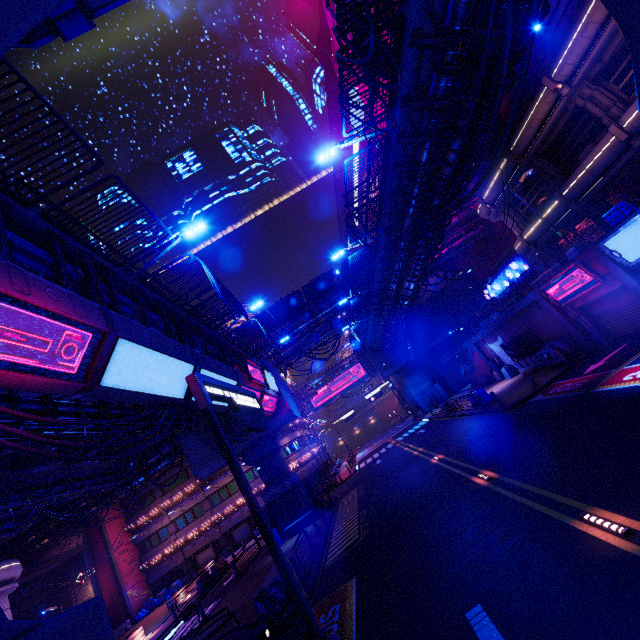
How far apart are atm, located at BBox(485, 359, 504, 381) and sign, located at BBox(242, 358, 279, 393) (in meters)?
20.67

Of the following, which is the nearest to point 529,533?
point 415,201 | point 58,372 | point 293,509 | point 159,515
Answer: Result: point 58,372

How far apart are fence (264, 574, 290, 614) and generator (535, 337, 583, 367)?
19.1 meters

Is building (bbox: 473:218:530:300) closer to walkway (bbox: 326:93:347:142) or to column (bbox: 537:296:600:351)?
walkway (bbox: 326:93:347:142)

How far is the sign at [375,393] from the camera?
50.7m

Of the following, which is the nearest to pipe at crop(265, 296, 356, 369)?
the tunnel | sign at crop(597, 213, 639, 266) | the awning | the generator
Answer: the awning

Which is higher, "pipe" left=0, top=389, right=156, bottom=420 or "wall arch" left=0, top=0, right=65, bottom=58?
"wall arch" left=0, top=0, right=65, bottom=58

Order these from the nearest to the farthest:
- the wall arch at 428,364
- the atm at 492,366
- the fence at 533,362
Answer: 1. the fence at 533,362
2. the atm at 492,366
3. the wall arch at 428,364
